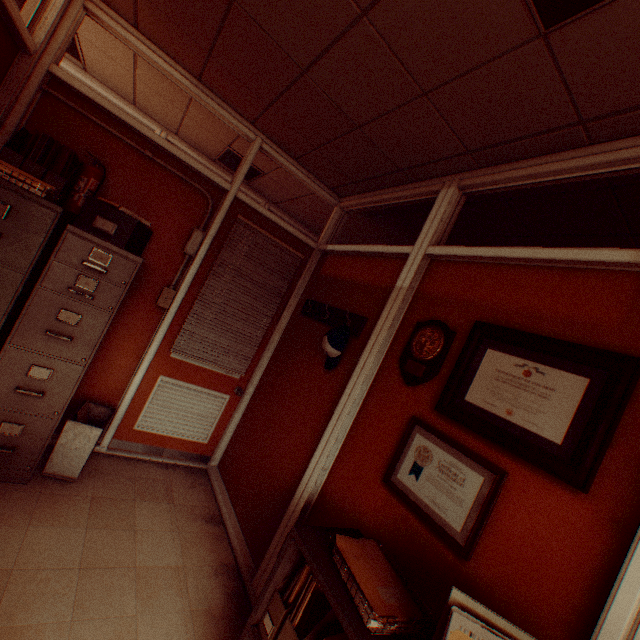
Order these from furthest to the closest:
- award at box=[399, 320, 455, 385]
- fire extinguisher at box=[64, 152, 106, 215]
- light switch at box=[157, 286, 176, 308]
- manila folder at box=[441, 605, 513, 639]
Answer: light switch at box=[157, 286, 176, 308]
fire extinguisher at box=[64, 152, 106, 215]
award at box=[399, 320, 455, 385]
manila folder at box=[441, 605, 513, 639]

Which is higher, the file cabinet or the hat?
the hat

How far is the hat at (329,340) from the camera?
2.7 meters

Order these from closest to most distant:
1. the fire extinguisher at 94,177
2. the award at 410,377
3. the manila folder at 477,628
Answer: the manila folder at 477,628 < the award at 410,377 < the fire extinguisher at 94,177

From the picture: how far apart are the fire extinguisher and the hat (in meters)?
2.22

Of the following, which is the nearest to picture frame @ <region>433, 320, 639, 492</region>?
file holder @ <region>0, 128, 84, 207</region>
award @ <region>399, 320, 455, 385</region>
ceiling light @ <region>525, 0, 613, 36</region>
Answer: award @ <region>399, 320, 455, 385</region>

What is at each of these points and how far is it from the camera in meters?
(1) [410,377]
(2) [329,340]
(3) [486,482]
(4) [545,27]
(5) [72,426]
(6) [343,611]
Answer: (1) award, 2.1 m
(2) hat, 2.7 m
(3) picture frame, 1.5 m
(4) ceiling light, 1.3 m
(5) trash can, 2.5 m
(6) shelf, 1.2 m

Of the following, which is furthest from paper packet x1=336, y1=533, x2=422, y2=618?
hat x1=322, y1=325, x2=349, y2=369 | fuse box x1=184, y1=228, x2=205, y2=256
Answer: fuse box x1=184, y1=228, x2=205, y2=256
